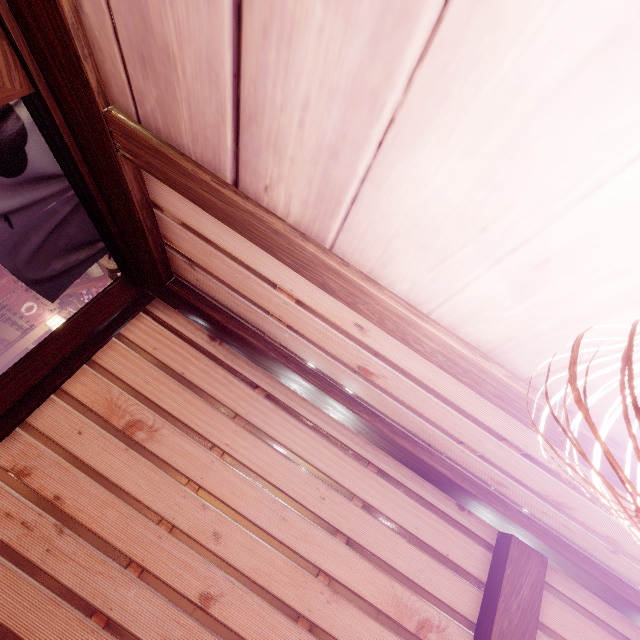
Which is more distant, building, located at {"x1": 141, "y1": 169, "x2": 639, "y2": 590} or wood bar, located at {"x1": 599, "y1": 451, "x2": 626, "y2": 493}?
building, located at {"x1": 141, "y1": 169, "x2": 639, "y2": 590}

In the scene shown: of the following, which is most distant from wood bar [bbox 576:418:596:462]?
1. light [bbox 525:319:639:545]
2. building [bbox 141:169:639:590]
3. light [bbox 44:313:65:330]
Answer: light [bbox 44:313:65:330]

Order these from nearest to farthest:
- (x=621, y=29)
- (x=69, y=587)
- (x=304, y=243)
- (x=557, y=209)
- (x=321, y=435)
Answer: (x=621, y=29)
(x=557, y=209)
(x=304, y=243)
(x=69, y=587)
(x=321, y=435)

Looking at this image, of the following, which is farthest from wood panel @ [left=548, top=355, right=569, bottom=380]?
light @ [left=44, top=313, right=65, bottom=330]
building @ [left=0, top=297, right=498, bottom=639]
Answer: light @ [left=44, top=313, right=65, bottom=330]

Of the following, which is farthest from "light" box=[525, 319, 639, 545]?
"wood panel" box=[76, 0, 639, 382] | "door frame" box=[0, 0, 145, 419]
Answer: "door frame" box=[0, 0, 145, 419]

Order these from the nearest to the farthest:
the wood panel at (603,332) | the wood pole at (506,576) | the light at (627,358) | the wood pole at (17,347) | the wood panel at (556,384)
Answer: the light at (627,358)
the wood panel at (603,332)
the wood panel at (556,384)
the wood pole at (506,576)
the wood pole at (17,347)

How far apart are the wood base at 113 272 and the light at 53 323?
15.0 meters

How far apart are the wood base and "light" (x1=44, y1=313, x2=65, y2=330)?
15.03m
